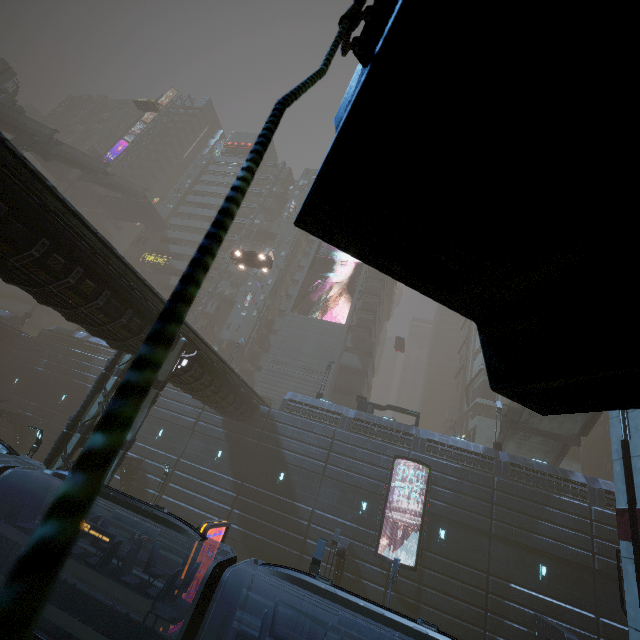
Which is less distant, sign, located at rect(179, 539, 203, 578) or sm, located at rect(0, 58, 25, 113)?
sign, located at rect(179, 539, 203, 578)

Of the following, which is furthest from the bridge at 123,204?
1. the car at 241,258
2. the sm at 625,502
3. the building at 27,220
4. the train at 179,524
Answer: the sm at 625,502

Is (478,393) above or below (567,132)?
above

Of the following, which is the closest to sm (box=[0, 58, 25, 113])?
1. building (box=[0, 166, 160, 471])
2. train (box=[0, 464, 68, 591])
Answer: building (box=[0, 166, 160, 471])

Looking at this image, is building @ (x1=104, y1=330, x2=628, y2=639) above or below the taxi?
below

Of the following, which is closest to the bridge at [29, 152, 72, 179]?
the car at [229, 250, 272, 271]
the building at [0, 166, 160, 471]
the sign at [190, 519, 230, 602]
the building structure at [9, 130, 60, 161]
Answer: the building structure at [9, 130, 60, 161]

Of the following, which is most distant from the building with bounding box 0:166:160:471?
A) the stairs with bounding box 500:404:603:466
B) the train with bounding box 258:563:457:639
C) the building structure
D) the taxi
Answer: the taxi

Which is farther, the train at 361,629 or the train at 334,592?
the train at 361,629
